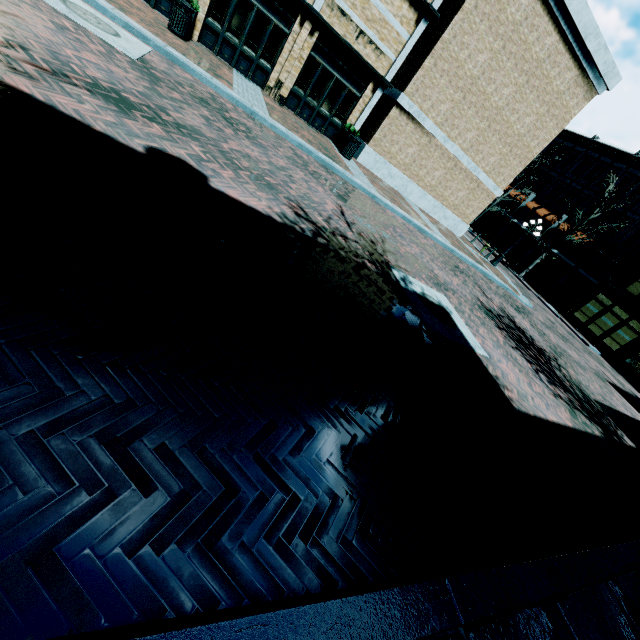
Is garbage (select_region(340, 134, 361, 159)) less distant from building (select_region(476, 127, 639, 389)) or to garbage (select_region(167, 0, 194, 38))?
building (select_region(476, 127, 639, 389))

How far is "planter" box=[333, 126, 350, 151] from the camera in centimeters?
1463cm

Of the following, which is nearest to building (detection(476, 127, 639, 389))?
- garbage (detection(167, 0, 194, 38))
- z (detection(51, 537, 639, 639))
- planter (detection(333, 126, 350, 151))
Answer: planter (detection(333, 126, 350, 151))

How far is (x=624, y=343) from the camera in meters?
23.3 m

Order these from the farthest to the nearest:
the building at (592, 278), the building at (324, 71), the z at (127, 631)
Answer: the building at (592, 278), the building at (324, 71), the z at (127, 631)

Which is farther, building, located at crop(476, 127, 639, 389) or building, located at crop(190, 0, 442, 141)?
building, located at crop(476, 127, 639, 389)

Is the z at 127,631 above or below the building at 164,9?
below

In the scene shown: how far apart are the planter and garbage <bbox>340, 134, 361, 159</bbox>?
0.09m
